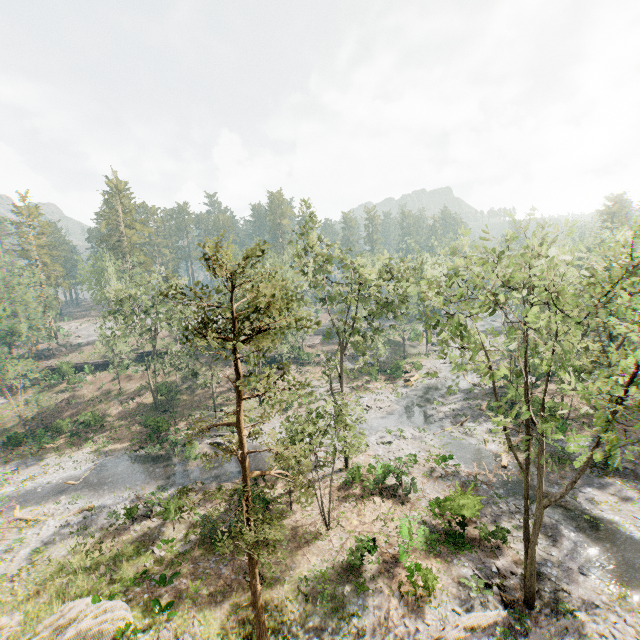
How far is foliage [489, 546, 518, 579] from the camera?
17.56m

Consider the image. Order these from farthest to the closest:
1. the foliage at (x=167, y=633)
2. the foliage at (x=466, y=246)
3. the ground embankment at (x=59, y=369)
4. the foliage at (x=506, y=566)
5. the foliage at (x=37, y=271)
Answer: the ground embankment at (x=59, y=369) < the foliage at (x=37, y=271) < the foliage at (x=466, y=246) < the foliage at (x=506, y=566) < the foliage at (x=167, y=633)

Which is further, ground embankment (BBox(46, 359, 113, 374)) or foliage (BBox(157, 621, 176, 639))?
ground embankment (BBox(46, 359, 113, 374))

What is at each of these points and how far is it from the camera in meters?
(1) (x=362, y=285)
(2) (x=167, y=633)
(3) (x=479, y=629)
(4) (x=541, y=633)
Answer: (1) foliage, 23.6
(2) foliage, 15.2
(3) foliage, 14.9
(4) foliage, 14.6

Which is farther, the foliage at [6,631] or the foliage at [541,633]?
the foliage at [6,631]

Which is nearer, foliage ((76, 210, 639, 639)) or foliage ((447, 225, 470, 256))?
foliage ((76, 210, 639, 639))

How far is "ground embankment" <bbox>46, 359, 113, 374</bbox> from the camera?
50.4 meters
